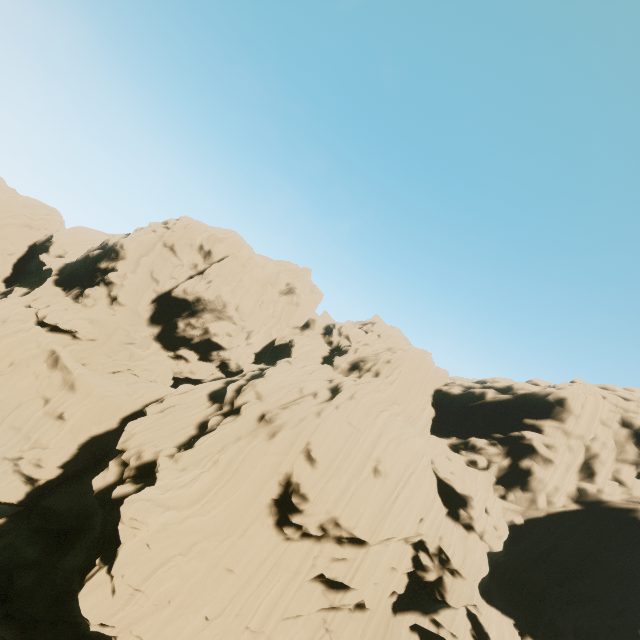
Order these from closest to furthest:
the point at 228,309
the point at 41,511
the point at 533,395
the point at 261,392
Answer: the point at 41,511 → the point at 261,392 → the point at 533,395 → the point at 228,309
